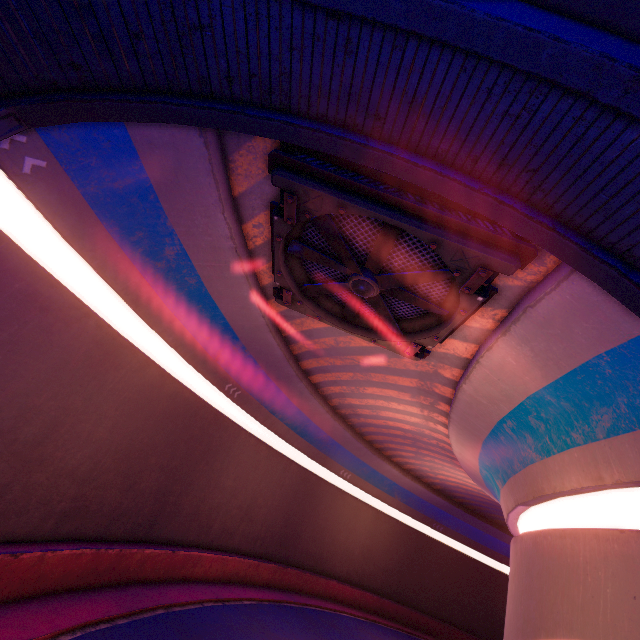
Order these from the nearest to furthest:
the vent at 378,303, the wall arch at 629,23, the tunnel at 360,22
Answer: the wall arch at 629,23
the tunnel at 360,22
the vent at 378,303

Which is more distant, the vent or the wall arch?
the vent

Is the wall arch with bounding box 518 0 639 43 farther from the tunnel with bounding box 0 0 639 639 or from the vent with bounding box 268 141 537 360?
the vent with bounding box 268 141 537 360

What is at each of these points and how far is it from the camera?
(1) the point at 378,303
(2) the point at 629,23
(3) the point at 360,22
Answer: (1) vent, 9.5 meters
(2) wall arch, 4.0 meters
(3) tunnel, 4.7 meters

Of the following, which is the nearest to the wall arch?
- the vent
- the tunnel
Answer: the tunnel

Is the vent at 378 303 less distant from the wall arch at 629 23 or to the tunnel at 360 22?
the tunnel at 360 22

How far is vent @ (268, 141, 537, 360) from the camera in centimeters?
651cm

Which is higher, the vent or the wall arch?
the wall arch
